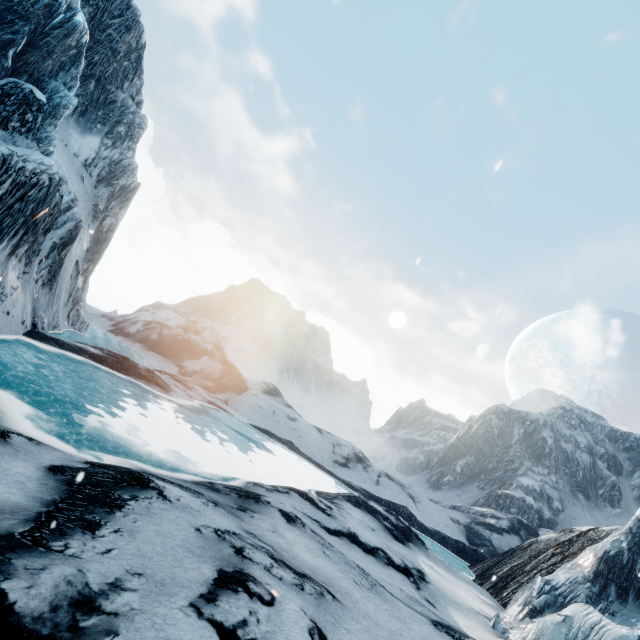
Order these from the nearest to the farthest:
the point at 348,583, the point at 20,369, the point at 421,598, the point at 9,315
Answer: the point at 348,583
the point at 421,598
the point at 20,369
the point at 9,315
